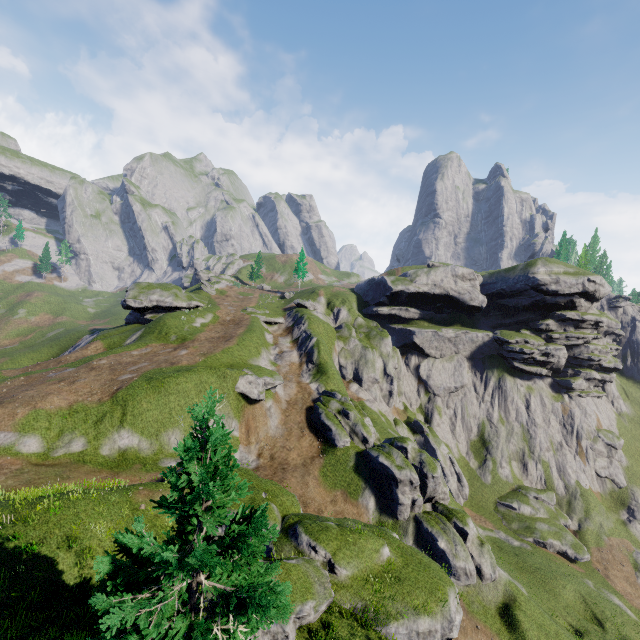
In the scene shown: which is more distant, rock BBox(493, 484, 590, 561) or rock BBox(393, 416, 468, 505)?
rock BBox(393, 416, 468, 505)

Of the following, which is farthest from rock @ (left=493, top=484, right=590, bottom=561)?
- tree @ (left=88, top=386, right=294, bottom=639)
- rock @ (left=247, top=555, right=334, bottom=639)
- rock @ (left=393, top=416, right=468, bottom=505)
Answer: tree @ (left=88, top=386, right=294, bottom=639)

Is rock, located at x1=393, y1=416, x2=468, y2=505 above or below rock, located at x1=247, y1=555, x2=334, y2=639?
below

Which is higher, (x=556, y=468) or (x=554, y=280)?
(x=554, y=280)

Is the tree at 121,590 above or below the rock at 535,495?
above

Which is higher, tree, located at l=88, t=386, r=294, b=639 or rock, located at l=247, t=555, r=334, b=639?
tree, located at l=88, t=386, r=294, b=639

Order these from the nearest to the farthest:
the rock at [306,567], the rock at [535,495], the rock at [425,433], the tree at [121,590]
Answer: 1. the tree at [121,590]
2. the rock at [306,567]
3. the rock at [535,495]
4. the rock at [425,433]

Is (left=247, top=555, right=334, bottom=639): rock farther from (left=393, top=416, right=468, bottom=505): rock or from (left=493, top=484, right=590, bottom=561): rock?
(left=493, top=484, right=590, bottom=561): rock
